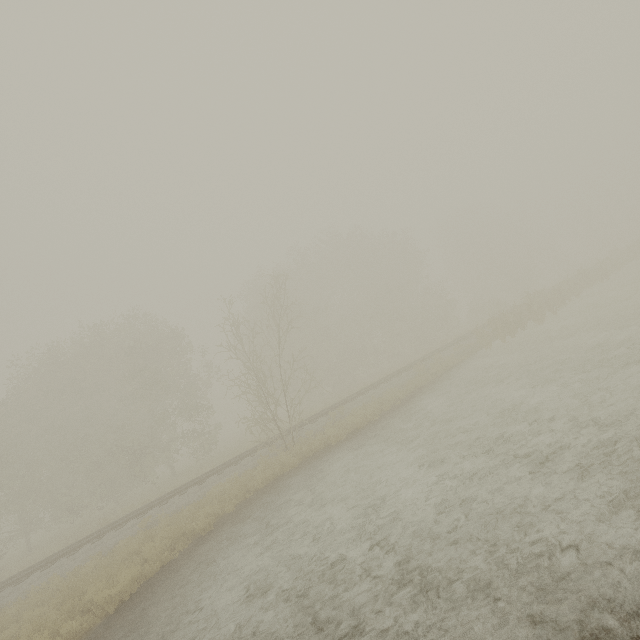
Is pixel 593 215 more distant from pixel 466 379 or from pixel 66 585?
pixel 66 585
